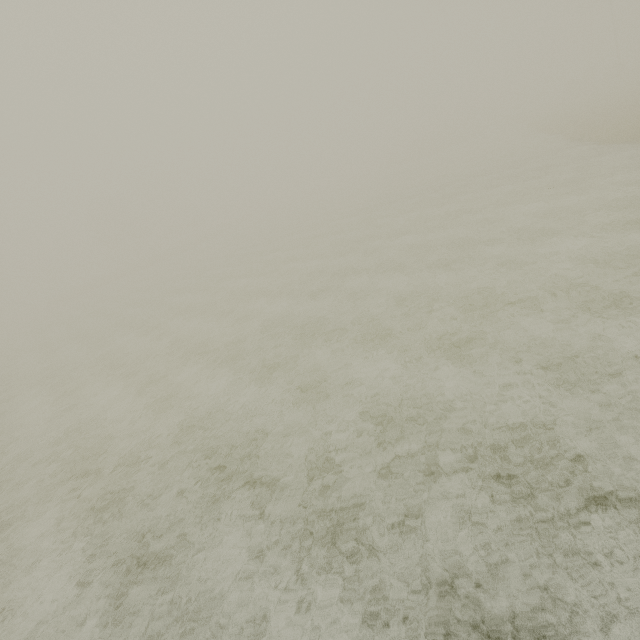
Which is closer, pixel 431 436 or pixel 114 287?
pixel 431 436
